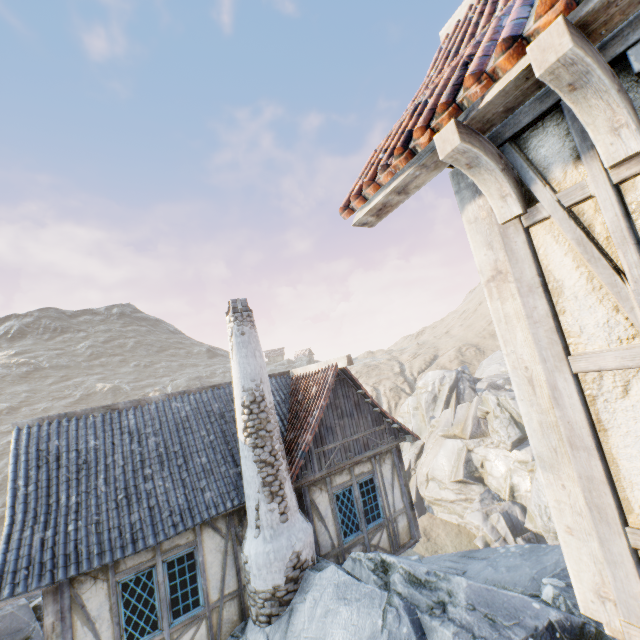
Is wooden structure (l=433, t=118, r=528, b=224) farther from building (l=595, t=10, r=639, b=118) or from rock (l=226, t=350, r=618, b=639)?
rock (l=226, t=350, r=618, b=639)

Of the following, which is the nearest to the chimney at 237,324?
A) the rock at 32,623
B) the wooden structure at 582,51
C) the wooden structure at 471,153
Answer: the rock at 32,623

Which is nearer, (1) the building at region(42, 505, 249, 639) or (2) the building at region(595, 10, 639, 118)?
(2) the building at region(595, 10, 639, 118)

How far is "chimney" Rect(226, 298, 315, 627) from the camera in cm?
694

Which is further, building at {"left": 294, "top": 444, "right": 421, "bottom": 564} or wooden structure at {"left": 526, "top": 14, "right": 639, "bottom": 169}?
building at {"left": 294, "top": 444, "right": 421, "bottom": 564}

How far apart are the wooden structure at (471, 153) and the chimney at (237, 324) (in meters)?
6.89

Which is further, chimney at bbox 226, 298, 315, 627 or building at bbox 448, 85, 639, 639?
chimney at bbox 226, 298, 315, 627

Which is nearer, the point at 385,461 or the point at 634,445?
the point at 634,445
